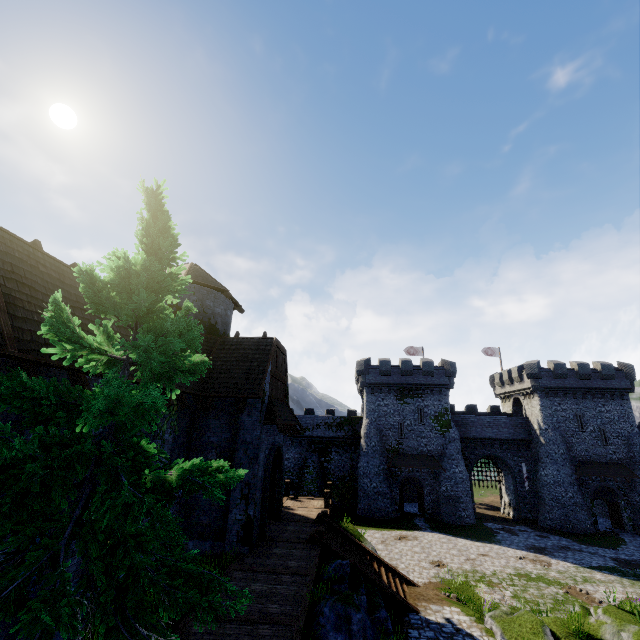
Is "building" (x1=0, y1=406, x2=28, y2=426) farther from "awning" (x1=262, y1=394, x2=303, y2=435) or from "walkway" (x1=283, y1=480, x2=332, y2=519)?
"walkway" (x1=283, y1=480, x2=332, y2=519)

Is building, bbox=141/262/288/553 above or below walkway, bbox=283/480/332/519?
above

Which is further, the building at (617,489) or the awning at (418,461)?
the awning at (418,461)

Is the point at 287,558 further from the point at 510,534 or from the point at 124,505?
the point at 510,534

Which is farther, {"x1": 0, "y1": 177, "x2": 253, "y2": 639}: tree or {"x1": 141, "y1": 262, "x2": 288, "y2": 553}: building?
{"x1": 141, "y1": 262, "x2": 288, "y2": 553}: building

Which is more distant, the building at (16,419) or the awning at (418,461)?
the awning at (418,461)

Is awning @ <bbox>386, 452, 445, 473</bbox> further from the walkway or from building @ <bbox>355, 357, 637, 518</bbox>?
the walkway

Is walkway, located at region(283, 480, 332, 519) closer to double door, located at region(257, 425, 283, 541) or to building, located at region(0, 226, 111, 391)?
building, located at region(0, 226, 111, 391)
